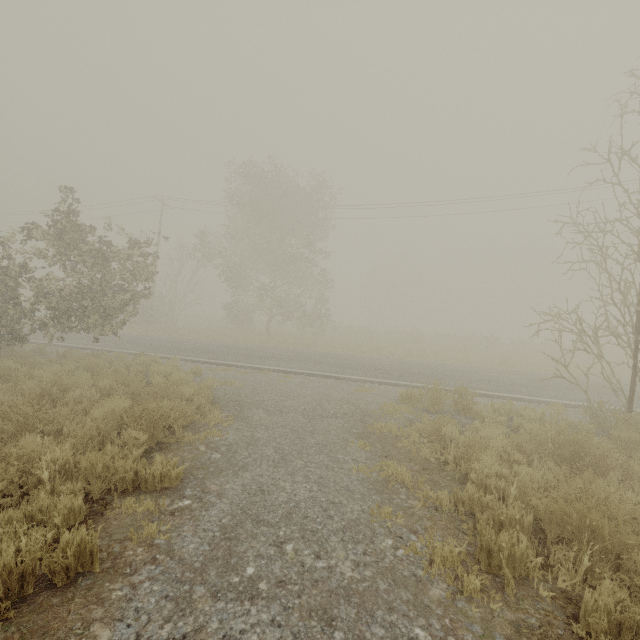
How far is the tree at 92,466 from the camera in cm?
392

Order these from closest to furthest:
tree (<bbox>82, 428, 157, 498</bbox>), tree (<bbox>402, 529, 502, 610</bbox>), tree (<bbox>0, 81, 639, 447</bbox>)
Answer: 1. tree (<bbox>402, 529, 502, 610</bbox>)
2. tree (<bbox>82, 428, 157, 498</bbox>)
3. tree (<bbox>0, 81, 639, 447</bbox>)

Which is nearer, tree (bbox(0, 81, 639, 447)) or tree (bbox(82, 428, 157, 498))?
tree (bbox(82, 428, 157, 498))

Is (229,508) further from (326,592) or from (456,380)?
(456,380)

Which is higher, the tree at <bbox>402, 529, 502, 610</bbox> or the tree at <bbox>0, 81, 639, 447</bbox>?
the tree at <bbox>0, 81, 639, 447</bbox>
